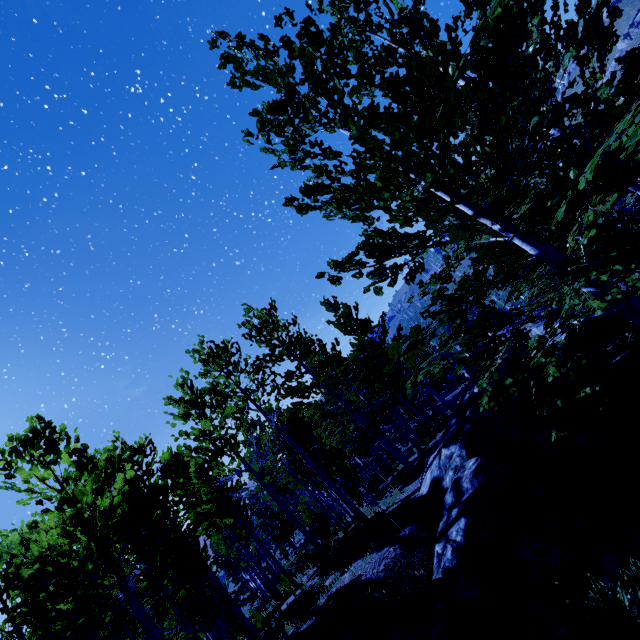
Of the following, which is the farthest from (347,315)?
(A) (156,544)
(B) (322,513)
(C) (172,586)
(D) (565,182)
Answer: (D) (565,182)

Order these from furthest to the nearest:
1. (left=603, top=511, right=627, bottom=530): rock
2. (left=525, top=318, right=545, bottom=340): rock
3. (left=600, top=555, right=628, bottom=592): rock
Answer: (left=525, top=318, right=545, bottom=340): rock → (left=603, top=511, right=627, bottom=530): rock → (left=600, top=555, right=628, bottom=592): rock

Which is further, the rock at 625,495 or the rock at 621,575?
the rock at 625,495

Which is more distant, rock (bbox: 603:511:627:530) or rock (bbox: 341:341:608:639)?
rock (bbox: 603:511:627:530)

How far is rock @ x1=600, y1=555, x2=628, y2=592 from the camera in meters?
4.2 m

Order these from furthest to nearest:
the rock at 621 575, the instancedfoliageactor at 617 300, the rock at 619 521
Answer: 1. the rock at 619 521
2. the rock at 621 575
3. the instancedfoliageactor at 617 300

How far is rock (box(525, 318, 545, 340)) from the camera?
22.9m

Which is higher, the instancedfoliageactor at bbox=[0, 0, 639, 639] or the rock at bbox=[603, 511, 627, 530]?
the instancedfoliageactor at bbox=[0, 0, 639, 639]
